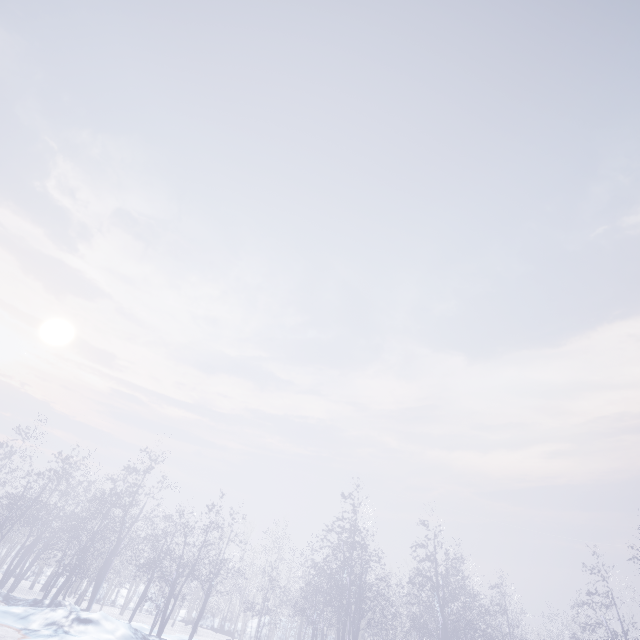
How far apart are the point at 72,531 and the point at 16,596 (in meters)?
3.33

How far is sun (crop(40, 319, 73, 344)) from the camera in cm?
5097

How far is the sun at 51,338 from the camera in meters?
51.0 m
